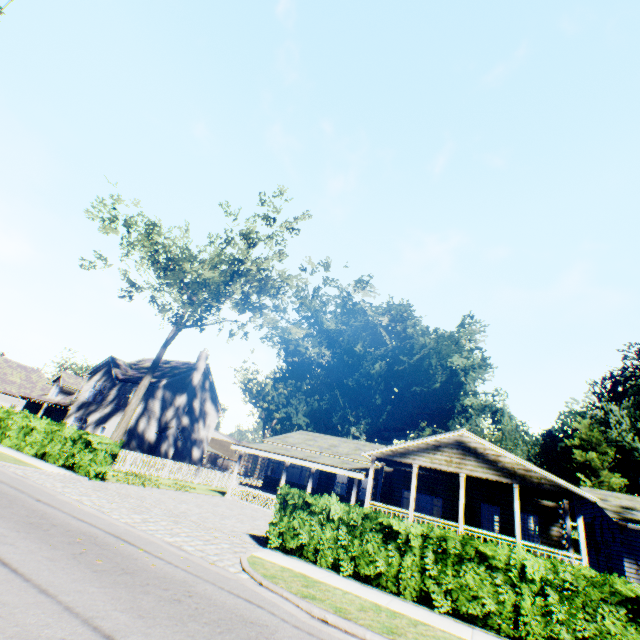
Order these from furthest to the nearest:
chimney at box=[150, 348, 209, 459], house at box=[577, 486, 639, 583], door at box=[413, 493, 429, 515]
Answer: chimney at box=[150, 348, 209, 459], door at box=[413, 493, 429, 515], house at box=[577, 486, 639, 583]

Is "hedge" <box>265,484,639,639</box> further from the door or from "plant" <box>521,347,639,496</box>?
"plant" <box>521,347,639,496</box>

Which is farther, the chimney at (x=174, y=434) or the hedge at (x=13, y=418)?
the chimney at (x=174, y=434)

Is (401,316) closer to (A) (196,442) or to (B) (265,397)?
(B) (265,397)

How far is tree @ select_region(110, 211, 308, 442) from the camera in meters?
21.0 m

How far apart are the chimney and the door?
22.92m

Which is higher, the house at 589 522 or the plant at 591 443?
the plant at 591 443

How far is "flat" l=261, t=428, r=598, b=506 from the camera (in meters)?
16.15
